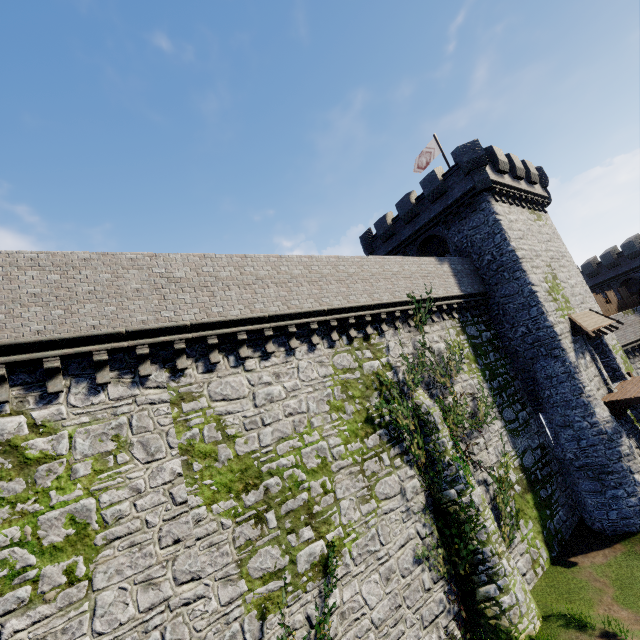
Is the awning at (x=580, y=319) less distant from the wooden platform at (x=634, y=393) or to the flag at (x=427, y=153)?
the wooden platform at (x=634, y=393)

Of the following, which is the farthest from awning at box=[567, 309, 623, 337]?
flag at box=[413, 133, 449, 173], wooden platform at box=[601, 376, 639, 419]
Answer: flag at box=[413, 133, 449, 173]

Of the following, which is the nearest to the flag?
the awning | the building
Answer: the building

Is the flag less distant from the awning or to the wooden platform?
the awning

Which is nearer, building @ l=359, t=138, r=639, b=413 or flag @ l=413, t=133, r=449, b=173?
building @ l=359, t=138, r=639, b=413

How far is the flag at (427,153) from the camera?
24.30m

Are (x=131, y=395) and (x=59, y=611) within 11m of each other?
yes

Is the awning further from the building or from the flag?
the flag
